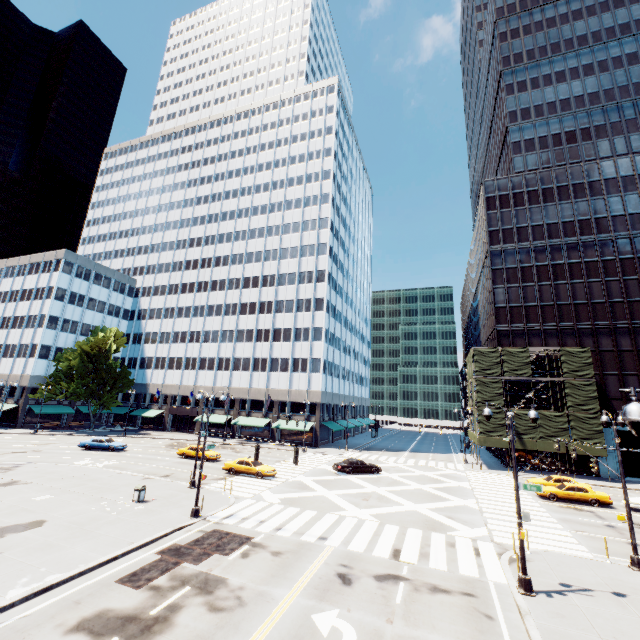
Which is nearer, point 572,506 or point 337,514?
point 337,514

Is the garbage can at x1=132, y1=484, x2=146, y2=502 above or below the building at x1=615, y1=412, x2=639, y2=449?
below

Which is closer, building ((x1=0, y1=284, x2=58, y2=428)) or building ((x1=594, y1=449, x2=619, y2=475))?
building ((x1=594, y1=449, x2=619, y2=475))

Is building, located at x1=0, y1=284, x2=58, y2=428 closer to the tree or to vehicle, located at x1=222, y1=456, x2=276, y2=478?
the tree

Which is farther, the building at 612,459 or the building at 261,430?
the building at 261,430

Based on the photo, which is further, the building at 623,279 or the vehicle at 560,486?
the building at 623,279

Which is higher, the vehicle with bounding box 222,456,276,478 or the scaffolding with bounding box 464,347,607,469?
the scaffolding with bounding box 464,347,607,469

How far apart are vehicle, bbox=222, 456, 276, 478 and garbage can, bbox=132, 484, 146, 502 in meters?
10.1
